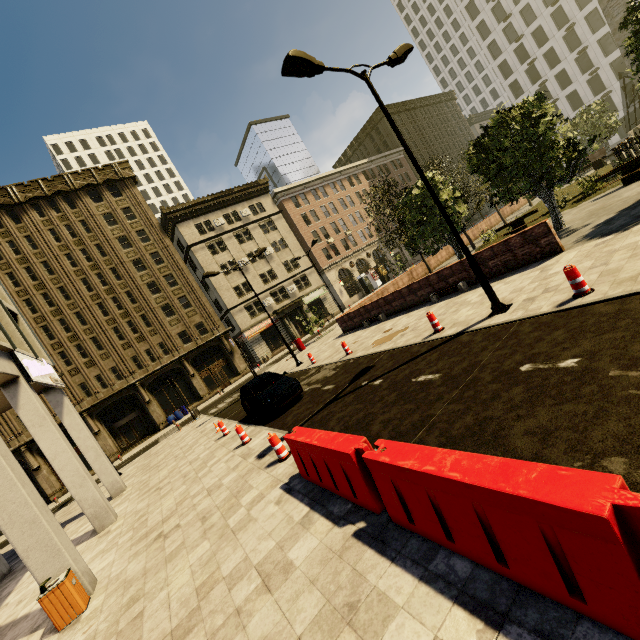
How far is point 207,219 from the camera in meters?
40.8

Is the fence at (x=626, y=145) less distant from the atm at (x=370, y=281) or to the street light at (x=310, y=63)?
the street light at (x=310, y=63)

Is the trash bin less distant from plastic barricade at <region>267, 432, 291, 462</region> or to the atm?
plastic barricade at <region>267, 432, 291, 462</region>

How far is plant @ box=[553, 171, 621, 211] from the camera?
17.2 meters

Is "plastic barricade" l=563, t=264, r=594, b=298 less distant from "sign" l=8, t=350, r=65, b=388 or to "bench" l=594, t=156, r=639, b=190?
"bench" l=594, t=156, r=639, b=190

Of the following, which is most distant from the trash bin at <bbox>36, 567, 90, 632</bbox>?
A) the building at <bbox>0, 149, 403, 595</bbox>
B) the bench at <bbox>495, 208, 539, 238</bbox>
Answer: the bench at <bbox>495, 208, 539, 238</bbox>

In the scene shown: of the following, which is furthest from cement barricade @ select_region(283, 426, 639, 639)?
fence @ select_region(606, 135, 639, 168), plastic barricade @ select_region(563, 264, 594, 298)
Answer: fence @ select_region(606, 135, 639, 168)

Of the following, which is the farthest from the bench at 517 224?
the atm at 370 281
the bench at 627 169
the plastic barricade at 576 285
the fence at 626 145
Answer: the atm at 370 281
